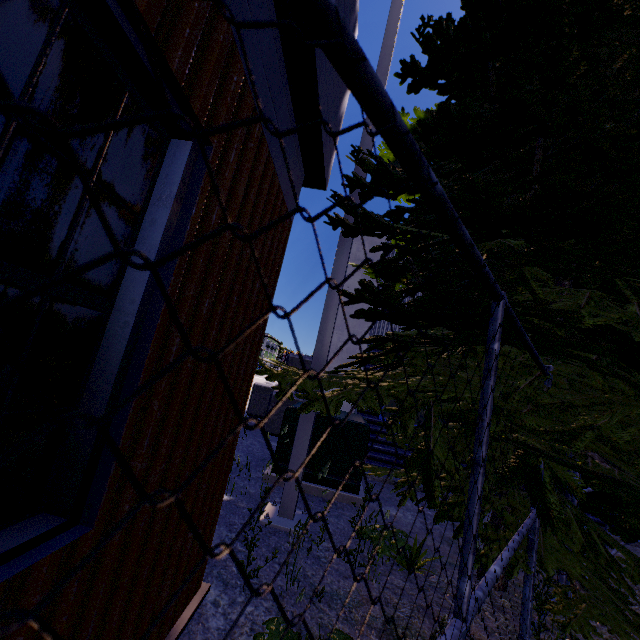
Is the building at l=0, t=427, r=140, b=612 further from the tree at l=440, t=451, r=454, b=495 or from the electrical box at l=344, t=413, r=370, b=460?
the electrical box at l=344, t=413, r=370, b=460

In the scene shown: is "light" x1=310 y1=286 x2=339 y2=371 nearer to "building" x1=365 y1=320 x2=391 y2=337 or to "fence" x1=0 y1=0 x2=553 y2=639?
"building" x1=365 y1=320 x2=391 y2=337

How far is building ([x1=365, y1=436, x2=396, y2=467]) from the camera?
6.2m

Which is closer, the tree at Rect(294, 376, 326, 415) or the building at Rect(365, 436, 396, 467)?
the tree at Rect(294, 376, 326, 415)

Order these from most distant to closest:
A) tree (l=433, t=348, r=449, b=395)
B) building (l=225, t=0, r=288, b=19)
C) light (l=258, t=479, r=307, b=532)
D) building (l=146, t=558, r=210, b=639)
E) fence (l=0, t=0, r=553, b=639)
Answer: light (l=258, t=479, r=307, b=532) < tree (l=433, t=348, r=449, b=395) < building (l=146, t=558, r=210, b=639) < building (l=225, t=0, r=288, b=19) < fence (l=0, t=0, r=553, b=639)

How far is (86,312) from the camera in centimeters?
106cm

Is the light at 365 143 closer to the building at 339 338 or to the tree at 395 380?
the tree at 395 380

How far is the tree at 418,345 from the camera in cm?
255
